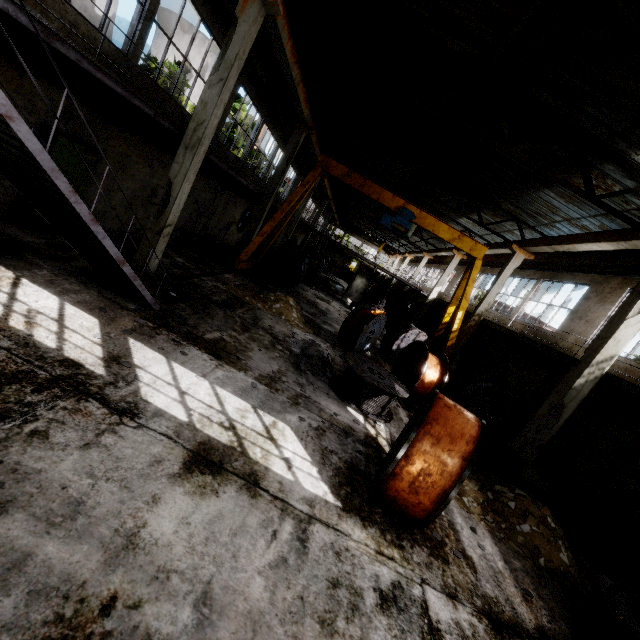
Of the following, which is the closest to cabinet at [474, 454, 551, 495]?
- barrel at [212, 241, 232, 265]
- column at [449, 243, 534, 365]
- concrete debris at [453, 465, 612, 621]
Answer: concrete debris at [453, 465, 612, 621]

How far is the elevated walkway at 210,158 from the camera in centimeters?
1049cm

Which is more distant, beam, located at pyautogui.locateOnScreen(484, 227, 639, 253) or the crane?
the crane

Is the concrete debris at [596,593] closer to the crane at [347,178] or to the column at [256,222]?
the crane at [347,178]

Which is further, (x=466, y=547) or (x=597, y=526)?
(x=597, y=526)

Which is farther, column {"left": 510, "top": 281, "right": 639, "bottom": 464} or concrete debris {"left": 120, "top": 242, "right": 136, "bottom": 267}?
concrete debris {"left": 120, "top": 242, "right": 136, "bottom": 267}

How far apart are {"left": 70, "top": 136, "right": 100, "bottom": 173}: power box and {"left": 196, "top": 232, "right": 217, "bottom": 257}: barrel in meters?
6.0 m

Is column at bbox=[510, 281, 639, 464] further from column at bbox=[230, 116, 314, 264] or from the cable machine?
the cable machine
